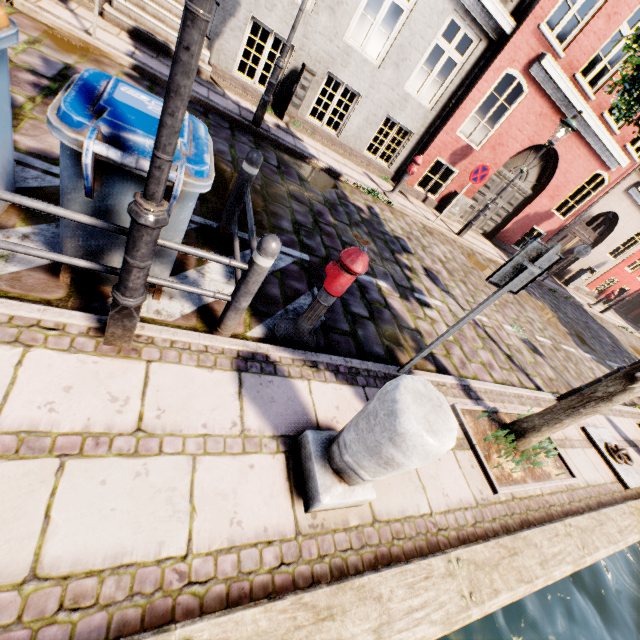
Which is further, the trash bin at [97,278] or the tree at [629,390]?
the tree at [629,390]

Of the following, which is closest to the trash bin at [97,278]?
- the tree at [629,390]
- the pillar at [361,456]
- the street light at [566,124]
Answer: the pillar at [361,456]

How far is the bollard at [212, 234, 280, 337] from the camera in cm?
223

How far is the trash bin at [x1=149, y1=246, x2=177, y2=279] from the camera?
2.4 meters

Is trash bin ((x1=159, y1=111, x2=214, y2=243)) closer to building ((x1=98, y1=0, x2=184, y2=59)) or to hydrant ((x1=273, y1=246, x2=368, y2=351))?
hydrant ((x1=273, y1=246, x2=368, y2=351))

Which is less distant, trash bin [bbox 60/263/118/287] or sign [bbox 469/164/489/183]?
trash bin [bbox 60/263/118/287]

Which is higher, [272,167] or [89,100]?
[89,100]

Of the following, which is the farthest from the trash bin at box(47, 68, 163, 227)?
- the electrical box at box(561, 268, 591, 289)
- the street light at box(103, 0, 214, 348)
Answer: the electrical box at box(561, 268, 591, 289)
